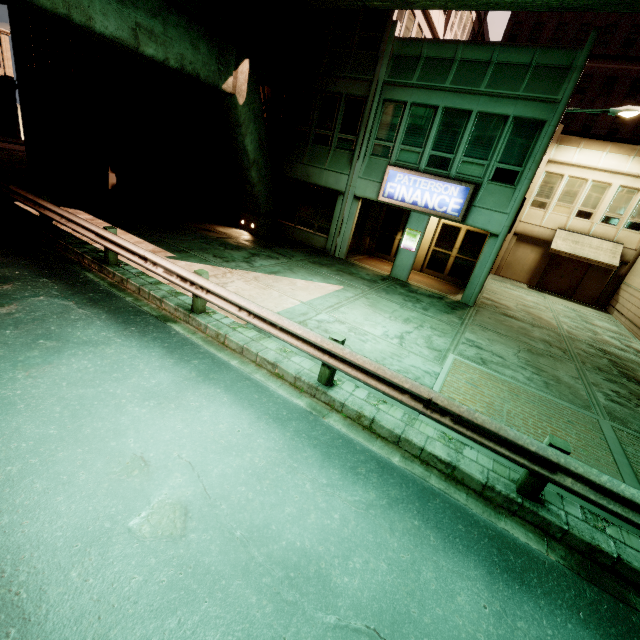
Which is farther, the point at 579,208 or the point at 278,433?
the point at 579,208

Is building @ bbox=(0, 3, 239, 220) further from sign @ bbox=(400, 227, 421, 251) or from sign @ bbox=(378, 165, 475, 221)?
sign @ bbox=(400, 227, 421, 251)

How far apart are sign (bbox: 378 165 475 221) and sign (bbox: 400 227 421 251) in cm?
99

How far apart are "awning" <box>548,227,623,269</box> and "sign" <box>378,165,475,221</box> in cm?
1146

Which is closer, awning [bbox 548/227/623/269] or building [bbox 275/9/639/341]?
building [bbox 275/9/639/341]

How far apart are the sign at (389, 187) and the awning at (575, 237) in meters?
11.5 m

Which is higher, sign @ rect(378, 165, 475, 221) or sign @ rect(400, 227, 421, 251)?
sign @ rect(378, 165, 475, 221)

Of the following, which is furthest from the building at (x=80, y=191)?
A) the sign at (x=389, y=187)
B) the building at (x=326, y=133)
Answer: the sign at (x=389, y=187)
